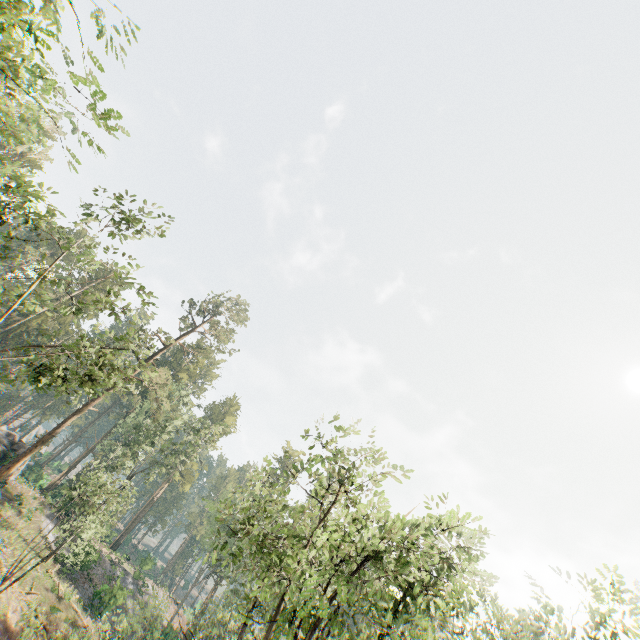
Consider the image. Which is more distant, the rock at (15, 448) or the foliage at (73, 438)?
the foliage at (73, 438)

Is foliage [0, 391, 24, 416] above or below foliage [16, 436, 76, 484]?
below

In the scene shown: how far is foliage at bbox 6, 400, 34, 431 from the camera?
57.6m

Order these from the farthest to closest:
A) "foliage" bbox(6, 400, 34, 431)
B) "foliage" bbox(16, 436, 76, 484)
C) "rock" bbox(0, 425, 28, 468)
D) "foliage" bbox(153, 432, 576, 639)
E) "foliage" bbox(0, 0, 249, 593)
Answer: "foliage" bbox(6, 400, 34, 431)
"foliage" bbox(16, 436, 76, 484)
"rock" bbox(0, 425, 28, 468)
"foliage" bbox(0, 0, 249, 593)
"foliage" bbox(153, 432, 576, 639)

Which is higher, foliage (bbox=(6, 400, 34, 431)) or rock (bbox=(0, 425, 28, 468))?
foliage (bbox=(6, 400, 34, 431))

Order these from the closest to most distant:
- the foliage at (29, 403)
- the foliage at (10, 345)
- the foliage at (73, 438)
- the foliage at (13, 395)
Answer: the foliage at (10, 345)
the foliage at (73, 438)
the foliage at (13, 395)
the foliage at (29, 403)

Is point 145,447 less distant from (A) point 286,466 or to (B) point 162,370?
(B) point 162,370
